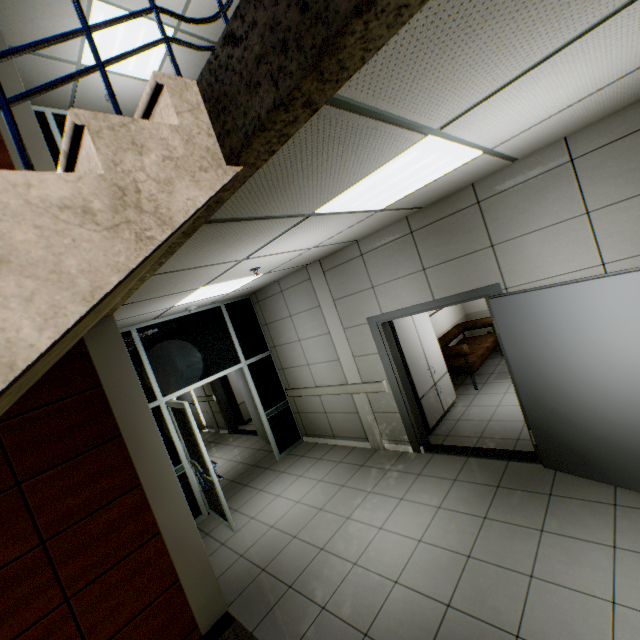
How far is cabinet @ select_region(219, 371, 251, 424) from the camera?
9.3 meters

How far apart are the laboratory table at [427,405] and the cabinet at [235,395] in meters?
5.9 m

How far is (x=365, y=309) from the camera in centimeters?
481cm

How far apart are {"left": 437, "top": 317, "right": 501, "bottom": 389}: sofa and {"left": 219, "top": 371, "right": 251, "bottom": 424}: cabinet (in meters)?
5.30

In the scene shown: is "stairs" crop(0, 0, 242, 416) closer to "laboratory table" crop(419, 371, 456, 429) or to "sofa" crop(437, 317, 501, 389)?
"laboratory table" crop(419, 371, 456, 429)

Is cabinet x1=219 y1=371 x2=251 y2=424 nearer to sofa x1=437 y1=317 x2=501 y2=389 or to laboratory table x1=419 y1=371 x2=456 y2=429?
sofa x1=437 y1=317 x2=501 y2=389

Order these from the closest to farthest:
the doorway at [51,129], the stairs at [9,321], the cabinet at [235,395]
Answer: the stairs at [9,321], the doorway at [51,129], the cabinet at [235,395]

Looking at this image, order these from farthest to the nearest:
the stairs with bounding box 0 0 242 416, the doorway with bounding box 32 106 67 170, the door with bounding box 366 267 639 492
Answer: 1. the doorway with bounding box 32 106 67 170
2. the door with bounding box 366 267 639 492
3. the stairs with bounding box 0 0 242 416
